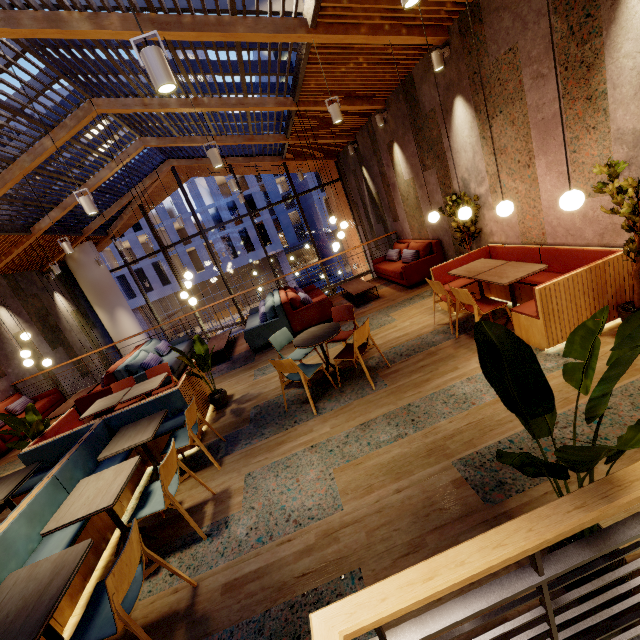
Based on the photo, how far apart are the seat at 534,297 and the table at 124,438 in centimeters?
460cm

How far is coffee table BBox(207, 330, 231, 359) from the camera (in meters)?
7.73

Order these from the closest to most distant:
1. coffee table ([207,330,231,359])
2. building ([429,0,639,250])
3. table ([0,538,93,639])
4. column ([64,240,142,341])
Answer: table ([0,538,93,639]), building ([429,0,639,250]), coffee table ([207,330,231,359]), column ([64,240,142,341])

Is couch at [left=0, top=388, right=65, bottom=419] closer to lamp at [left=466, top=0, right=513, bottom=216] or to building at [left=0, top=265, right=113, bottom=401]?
building at [left=0, top=265, right=113, bottom=401]

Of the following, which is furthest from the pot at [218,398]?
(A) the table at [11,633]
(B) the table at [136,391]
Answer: (A) the table at [11,633]

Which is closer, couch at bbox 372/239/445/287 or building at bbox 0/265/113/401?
couch at bbox 372/239/445/287

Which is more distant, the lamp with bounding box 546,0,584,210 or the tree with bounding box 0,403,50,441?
the tree with bounding box 0,403,50,441

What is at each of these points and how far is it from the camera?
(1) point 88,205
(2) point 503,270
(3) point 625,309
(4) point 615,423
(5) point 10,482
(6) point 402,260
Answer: (1) lamp, 4.7 meters
(2) table, 4.5 meters
(3) pot, 3.5 meters
(4) building, 2.6 meters
(5) table, 3.8 meters
(6) couch, 8.4 meters
